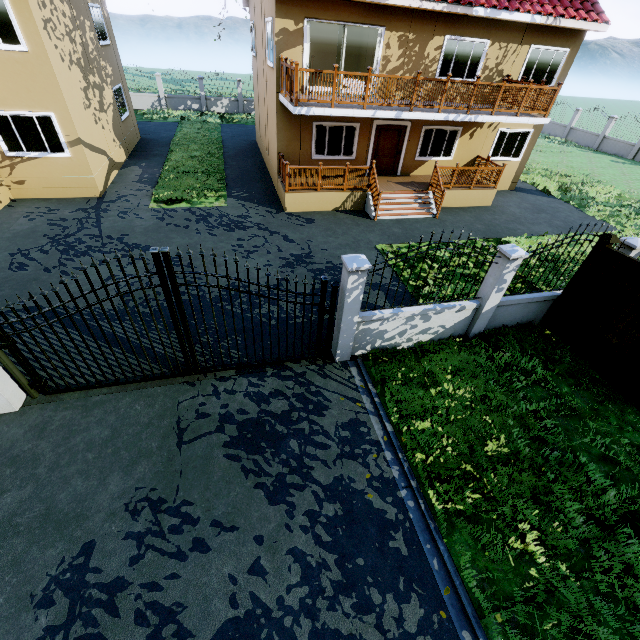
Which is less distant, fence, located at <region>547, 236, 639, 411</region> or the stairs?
fence, located at <region>547, 236, 639, 411</region>

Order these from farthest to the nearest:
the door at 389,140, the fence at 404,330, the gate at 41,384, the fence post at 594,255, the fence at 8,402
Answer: the door at 389,140, the fence post at 594,255, the fence at 404,330, the fence at 8,402, the gate at 41,384

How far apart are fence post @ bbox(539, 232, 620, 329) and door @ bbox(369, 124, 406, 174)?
10.0m

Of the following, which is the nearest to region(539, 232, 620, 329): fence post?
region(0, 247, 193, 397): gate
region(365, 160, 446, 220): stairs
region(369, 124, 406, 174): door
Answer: region(0, 247, 193, 397): gate

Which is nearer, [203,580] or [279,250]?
[203,580]

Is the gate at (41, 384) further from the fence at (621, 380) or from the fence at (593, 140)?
the fence at (621, 380)

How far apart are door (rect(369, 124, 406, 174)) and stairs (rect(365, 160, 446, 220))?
1.94m

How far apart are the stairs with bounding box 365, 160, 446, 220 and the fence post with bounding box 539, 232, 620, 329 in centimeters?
710cm
